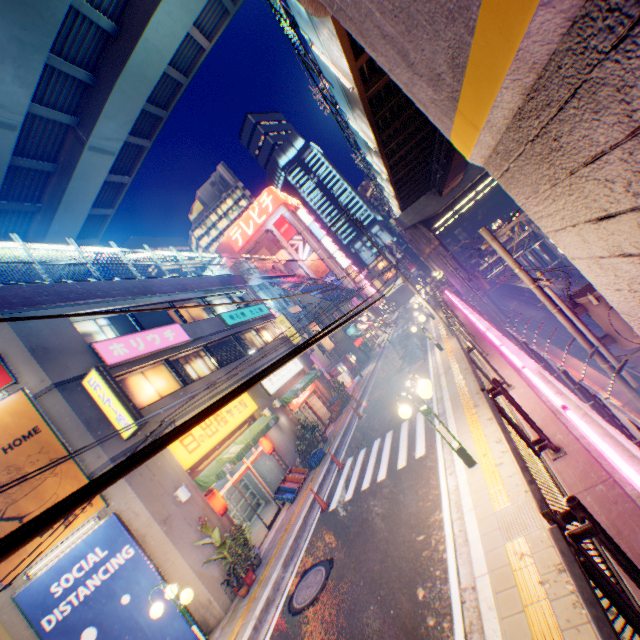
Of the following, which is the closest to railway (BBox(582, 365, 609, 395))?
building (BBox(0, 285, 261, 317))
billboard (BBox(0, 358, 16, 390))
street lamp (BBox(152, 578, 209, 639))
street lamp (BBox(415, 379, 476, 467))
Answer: street lamp (BBox(415, 379, 476, 467))

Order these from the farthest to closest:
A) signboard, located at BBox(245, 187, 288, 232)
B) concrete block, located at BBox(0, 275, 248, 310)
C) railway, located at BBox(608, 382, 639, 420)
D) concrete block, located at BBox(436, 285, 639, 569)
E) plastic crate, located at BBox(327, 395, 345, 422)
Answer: signboard, located at BBox(245, 187, 288, 232), plastic crate, located at BBox(327, 395, 345, 422), railway, located at BBox(608, 382, 639, 420), concrete block, located at BBox(0, 275, 248, 310), concrete block, located at BBox(436, 285, 639, 569)

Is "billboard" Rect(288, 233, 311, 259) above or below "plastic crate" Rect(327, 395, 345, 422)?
above

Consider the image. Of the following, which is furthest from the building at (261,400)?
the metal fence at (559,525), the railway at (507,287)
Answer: the railway at (507,287)

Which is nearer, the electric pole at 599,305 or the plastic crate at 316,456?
the electric pole at 599,305

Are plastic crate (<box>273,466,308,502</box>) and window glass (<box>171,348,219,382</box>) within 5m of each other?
no

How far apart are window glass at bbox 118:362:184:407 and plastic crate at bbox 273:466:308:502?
6.0m

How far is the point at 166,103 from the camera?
23.1m
